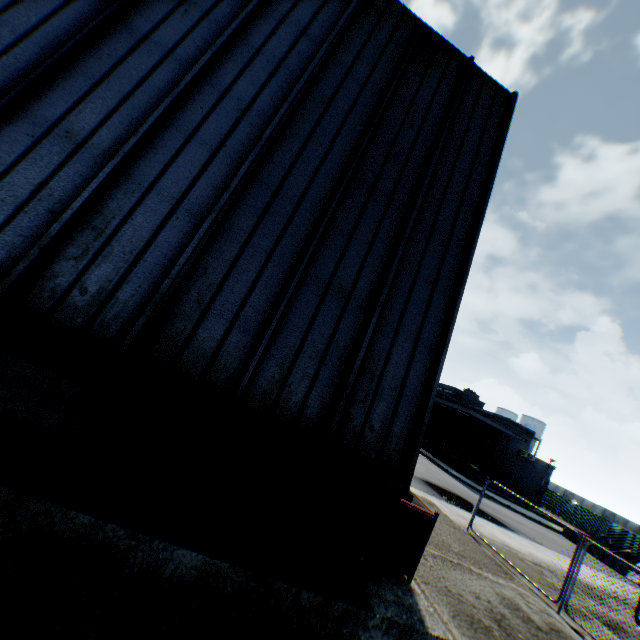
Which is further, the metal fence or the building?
the metal fence

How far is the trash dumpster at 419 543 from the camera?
5.4m

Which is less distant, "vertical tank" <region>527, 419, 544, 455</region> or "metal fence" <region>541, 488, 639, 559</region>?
"metal fence" <region>541, 488, 639, 559</region>

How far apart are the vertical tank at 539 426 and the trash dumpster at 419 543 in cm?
6550

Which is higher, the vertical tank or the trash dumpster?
the vertical tank

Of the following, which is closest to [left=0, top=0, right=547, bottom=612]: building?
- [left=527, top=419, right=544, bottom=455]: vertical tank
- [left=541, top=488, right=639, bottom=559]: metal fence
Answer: [left=541, top=488, right=639, bottom=559]: metal fence

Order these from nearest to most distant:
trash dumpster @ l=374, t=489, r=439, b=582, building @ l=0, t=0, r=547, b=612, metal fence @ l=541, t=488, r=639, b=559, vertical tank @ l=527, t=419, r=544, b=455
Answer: building @ l=0, t=0, r=547, b=612, trash dumpster @ l=374, t=489, r=439, b=582, metal fence @ l=541, t=488, r=639, b=559, vertical tank @ l=527, t=419, r=544, b=455

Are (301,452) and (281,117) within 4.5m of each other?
no
